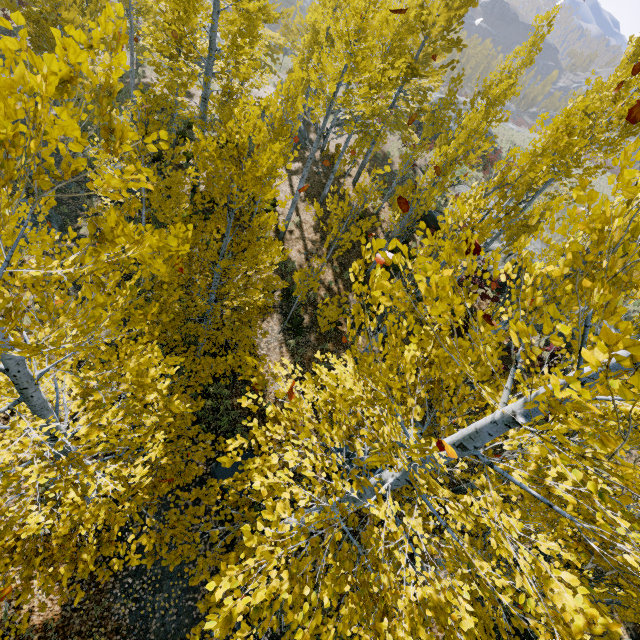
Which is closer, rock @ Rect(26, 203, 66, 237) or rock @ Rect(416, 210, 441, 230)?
rock @ Rect(26, 203, 66, 237)

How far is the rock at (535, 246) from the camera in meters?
17.3 m

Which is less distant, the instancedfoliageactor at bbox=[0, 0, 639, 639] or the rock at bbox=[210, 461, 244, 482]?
the instancedfoliageactor at bbox=[0, 0, 639, 639]

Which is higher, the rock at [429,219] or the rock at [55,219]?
the rock at [429,219]

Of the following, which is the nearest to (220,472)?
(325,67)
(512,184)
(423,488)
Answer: (423,488)

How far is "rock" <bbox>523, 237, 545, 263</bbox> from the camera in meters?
17.3

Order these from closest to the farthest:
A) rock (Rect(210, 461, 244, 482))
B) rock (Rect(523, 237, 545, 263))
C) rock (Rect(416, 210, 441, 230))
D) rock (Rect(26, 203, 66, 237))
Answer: rock (Rect(210, 461, 244, 482)), rock (Rect(26, 203, 66, 237)), rock (Rect(523, 237, 545, 263)), rock (Rect(416, 210, 441, 230))
